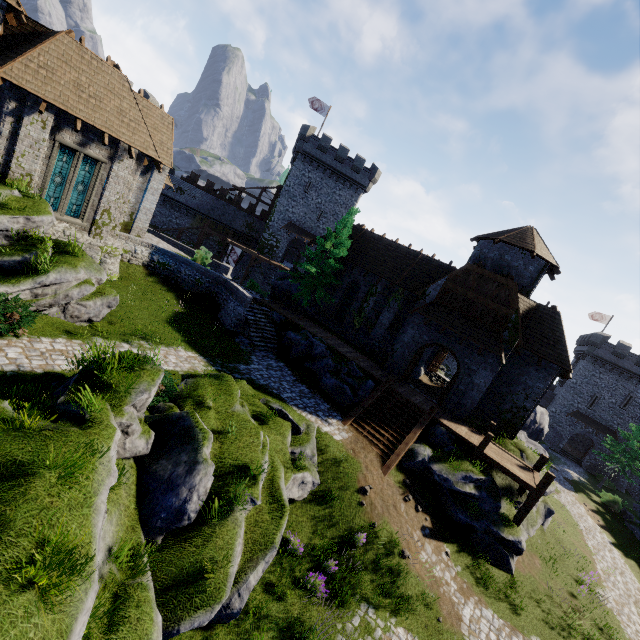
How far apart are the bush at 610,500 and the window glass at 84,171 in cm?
5002

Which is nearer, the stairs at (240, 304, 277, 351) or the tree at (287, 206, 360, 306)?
the stairs at (240, 304, 277, 351)

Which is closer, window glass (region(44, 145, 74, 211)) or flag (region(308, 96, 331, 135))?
window glass (region(44, 145, 74, 211))

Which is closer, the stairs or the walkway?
the walkway

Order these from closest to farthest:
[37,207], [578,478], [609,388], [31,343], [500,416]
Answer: [31,343]
[37,207]
[500,416]
[578,478]
[609,388]

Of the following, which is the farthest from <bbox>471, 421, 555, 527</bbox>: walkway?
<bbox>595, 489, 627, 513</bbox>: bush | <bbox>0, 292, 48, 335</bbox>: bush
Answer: <bbox>595, 489, 627, 513</bbox>: bush

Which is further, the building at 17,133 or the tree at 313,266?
the tree at 313,266

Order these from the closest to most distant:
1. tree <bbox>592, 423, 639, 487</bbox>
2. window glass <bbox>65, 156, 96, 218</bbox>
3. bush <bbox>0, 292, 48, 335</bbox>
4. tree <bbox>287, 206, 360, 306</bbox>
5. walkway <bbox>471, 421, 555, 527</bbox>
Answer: bush <bbox>0, 292, 48, 335</bbox> < walkway <bbox>471, 421, 555, 527</bbox> < window glass <bbox>65, 156, 96, 218</bbox> < tree <bbox>287, 206, 360, 306</bbox> < tree <bbox>592, 423, 639, 487</bbox>
